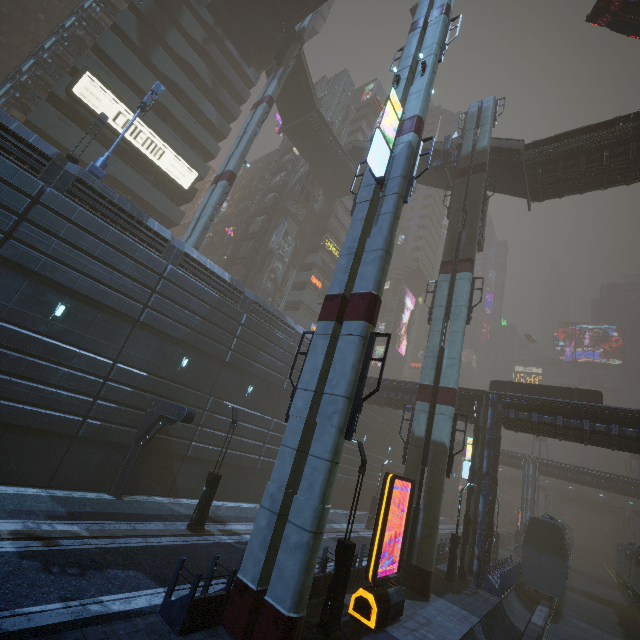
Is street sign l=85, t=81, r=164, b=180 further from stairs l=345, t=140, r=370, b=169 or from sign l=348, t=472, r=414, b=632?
stairs l=345, t=140, r=370, b=169

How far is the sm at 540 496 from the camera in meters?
58.7 m

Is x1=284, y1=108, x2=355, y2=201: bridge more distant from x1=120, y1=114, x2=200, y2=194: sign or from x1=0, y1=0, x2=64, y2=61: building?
x1=120, y1=114, x2=200, y2=194: sign

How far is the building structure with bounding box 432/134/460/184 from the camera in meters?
28.0

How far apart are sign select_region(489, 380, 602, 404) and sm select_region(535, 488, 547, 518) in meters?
47.3 m

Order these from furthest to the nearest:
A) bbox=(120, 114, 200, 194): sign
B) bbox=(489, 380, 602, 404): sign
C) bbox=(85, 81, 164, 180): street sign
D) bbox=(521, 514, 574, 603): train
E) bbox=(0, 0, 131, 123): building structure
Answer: bbox=(120, 114, 200, 194): sign < bbox=(0, 0, 131, 123): building structure < bbox=(489, 380, 602, 404): sign < bbox=(521, 514, 574, 603): train < bbox=(85, 81, 164, 180): street sign

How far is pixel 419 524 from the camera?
16.3m

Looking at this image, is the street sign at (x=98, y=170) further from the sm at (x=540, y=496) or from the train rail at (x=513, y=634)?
the sm at (x=540, y=496)
